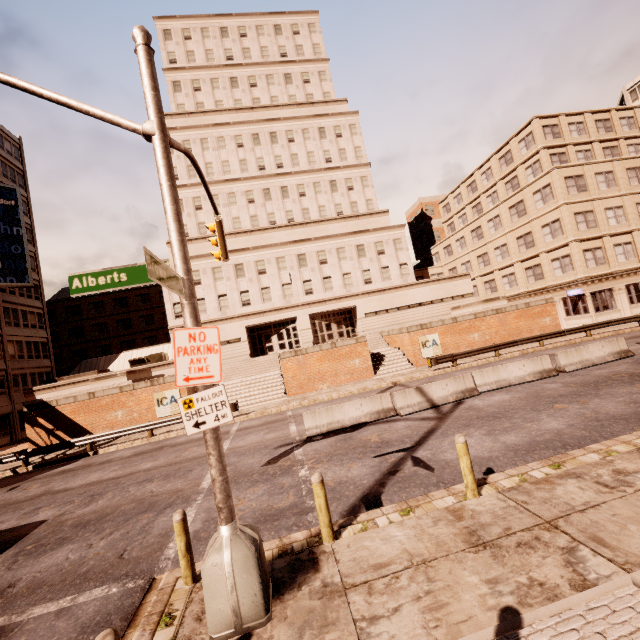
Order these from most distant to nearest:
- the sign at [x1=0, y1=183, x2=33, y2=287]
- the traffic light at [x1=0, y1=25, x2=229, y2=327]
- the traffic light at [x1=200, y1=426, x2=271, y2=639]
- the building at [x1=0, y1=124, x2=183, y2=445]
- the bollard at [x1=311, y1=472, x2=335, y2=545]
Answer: the building at [x1=0, y1=124, x2=183, y2=445] → the sign at [x1=0, y1=183, x2=33, y2=287] → the bollard at [x1=311, y1=472, x2=335, y2=545] → the traffic light at [x1=0, y1=25, x2=229, y2=327] → the traffic light at [x1=200, y1=426, x2=271, y2=639]

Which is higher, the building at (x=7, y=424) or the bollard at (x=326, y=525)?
the building at (x=7, y=424)

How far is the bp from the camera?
25.7 meters

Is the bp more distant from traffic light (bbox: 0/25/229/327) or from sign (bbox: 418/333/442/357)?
traffic light (bbox: 0/25/229/327)

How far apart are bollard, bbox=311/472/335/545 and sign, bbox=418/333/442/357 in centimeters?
2144cm

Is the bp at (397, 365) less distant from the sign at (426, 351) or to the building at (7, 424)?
the sign at (426, 351)

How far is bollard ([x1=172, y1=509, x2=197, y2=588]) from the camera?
5.5 meters

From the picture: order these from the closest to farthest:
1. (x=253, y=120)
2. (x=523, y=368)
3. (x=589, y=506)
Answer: (x=589, y=506) → (x=523, y=368) → (x=253, y=120)
